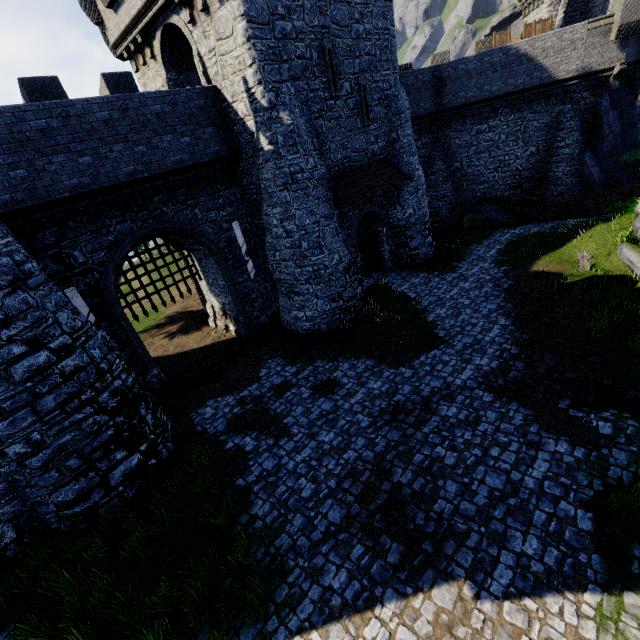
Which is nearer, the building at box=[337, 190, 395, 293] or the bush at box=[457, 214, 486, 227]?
the building at box=[337, 190, 395, 293]

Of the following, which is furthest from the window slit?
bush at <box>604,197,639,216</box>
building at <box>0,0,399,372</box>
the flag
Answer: bush at <box>604,197,639,216</box>

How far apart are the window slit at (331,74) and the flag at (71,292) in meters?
12.7 m

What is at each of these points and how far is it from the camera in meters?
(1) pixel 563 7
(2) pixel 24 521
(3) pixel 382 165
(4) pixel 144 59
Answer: (1) building tower, 21.4
(2) building, 9.1
(3) awning, 17.2
(4) building, 15.5

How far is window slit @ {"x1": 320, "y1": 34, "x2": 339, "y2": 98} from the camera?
13.33m

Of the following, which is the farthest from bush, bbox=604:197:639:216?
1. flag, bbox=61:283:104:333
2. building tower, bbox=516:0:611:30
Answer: flag, bbox=61:283:104:333

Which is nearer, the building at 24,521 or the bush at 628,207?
the building at 24,521

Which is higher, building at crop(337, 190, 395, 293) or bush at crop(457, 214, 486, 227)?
building at crop(337, 190, 395, 293)
